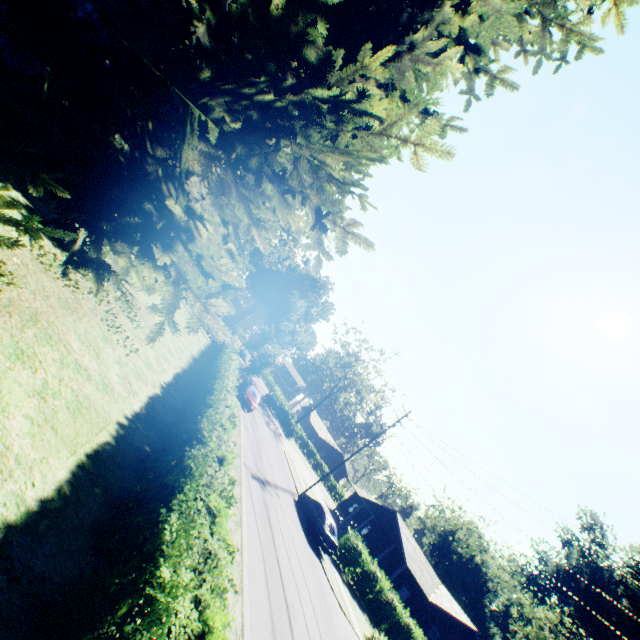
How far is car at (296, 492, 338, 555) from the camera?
20.2m

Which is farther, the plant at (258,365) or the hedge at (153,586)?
the plant at (258,365)

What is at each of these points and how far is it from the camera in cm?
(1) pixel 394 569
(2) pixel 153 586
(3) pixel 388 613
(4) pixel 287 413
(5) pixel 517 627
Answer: (1) house, 3506
(2) hedge, 329
(3) hedge, 2450
(4) hedge, 5597
(5) plant, 5897

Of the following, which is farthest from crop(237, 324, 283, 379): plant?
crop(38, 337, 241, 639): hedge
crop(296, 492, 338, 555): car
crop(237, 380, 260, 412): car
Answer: crop(296, 492, 338, 555): car

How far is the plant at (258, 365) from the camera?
30.1 meters

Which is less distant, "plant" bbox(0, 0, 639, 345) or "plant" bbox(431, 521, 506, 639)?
"plant" bbox(0, 0, 639, 345)

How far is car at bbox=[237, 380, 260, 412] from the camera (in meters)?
26.44

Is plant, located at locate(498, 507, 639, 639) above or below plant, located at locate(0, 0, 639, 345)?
above
